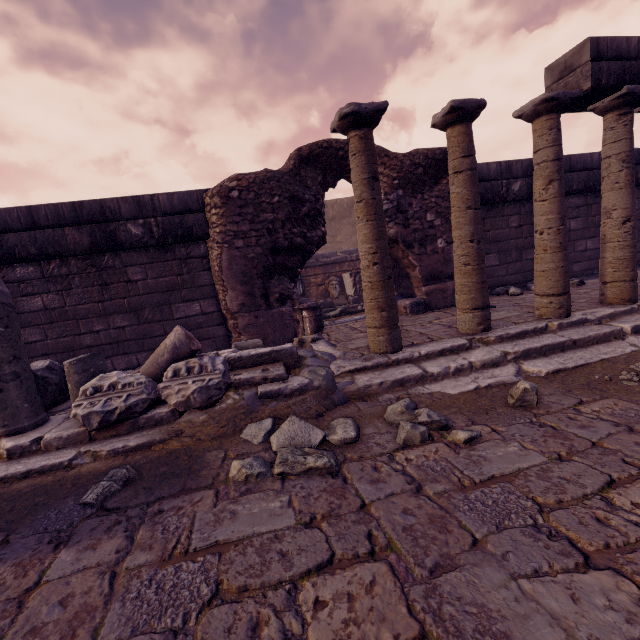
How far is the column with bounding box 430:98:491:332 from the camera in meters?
3.5

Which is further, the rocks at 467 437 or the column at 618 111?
the column at 618 111

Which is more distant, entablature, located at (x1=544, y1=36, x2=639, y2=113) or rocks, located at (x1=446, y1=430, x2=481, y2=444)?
entablature, located at (x1=544, y1=36, x2=639, y2=113)

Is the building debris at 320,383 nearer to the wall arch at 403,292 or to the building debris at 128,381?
the building debris at 128,381

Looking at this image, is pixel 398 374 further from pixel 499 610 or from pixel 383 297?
pixel 499 610

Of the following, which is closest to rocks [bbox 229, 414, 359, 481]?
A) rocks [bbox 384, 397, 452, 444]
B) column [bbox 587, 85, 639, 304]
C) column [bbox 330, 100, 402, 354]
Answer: rocks [bbox 384, 397, 452, 444]

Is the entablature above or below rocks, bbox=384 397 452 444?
above

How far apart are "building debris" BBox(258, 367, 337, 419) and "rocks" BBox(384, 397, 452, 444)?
0.54m
